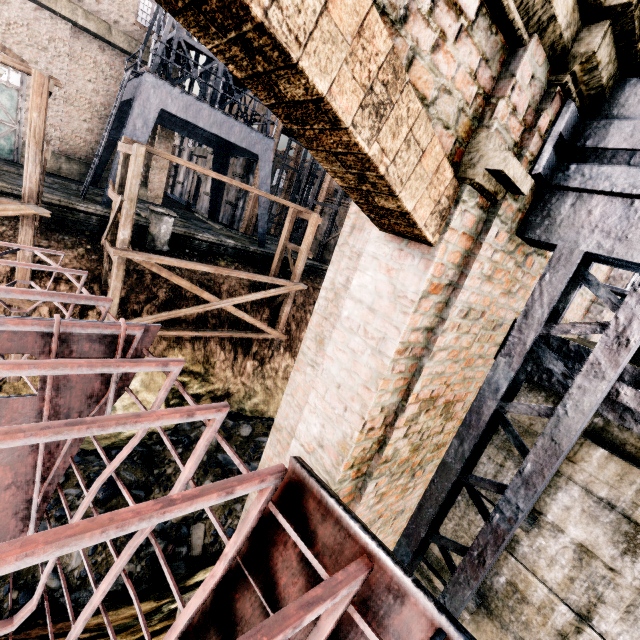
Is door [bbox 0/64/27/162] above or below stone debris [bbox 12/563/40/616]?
above

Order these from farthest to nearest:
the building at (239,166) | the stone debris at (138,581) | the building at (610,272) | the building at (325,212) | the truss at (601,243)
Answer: the building at (325,212) → the building at (239,166) → the stone debris at (138,581) → the building at (610,272) → the truss at (601,243)

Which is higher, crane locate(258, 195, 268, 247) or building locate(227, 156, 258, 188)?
building locate(227, 156, 258, 188)

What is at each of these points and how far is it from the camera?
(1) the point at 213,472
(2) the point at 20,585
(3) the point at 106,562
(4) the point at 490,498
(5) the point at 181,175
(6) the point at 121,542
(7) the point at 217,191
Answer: (1) stone debris, 12.4m
(2) stone debris, 7.6m
(3) stone debris, 8.6m
(4) column, 4.1m
(5) building, 41.8m
(6) stone debris, 9.1m
(7) crane, 26.9m

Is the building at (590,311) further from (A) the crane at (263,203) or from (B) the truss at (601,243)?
(A) the crane at (263,203)

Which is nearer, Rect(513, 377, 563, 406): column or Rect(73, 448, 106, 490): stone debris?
Rect(513, 377, 563, 406): column

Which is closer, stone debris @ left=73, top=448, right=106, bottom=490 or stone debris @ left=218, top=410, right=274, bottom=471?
stone debris @ left=73, top=448, right=106, bottom=490

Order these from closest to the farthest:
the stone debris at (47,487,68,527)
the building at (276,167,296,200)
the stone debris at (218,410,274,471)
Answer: the stone debris at (47,487,68,527)
the stone debris at (218,410,274,471)
the building at (276,167,296,200)
